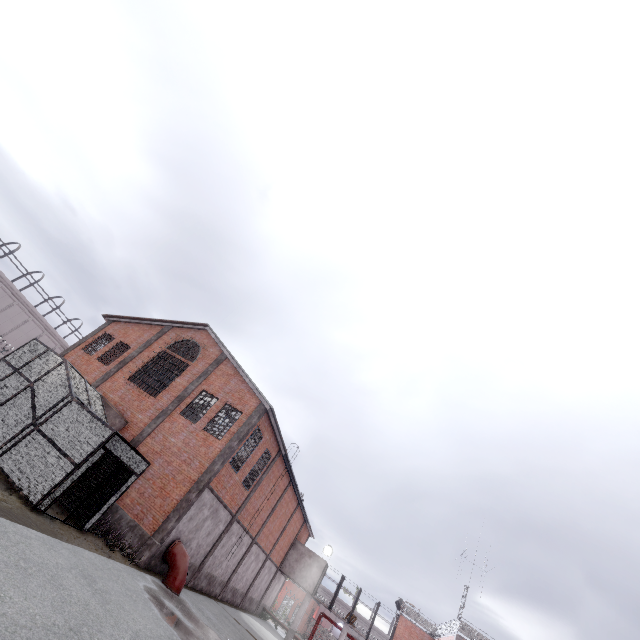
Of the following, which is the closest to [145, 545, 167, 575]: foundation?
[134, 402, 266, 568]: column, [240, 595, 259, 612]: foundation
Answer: [134, 402, 266, 568]: column

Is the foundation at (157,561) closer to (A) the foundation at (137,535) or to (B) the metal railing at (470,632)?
(A) the foundation at (137,535)

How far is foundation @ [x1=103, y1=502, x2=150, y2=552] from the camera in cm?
1470

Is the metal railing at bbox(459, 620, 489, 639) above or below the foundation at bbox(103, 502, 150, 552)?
above

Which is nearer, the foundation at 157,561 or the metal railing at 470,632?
the foundation at 157,561

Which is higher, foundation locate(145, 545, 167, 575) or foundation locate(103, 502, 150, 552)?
foundation locate(103, 502, 150, 552)

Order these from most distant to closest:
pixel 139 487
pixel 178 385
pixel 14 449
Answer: pixel 178 385 < pixel 139 487 < pixel 14 449

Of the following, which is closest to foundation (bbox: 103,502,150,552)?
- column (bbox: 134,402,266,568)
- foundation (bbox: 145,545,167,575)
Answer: column (bbox: 134,402,266,568)
